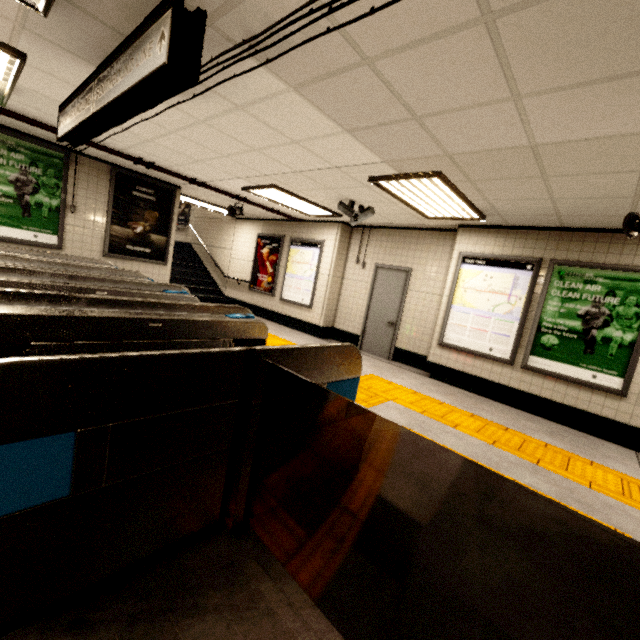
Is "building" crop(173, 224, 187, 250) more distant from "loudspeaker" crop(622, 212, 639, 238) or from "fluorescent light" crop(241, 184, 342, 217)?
"loudspeaker" crop(622, 212, 639, 238)

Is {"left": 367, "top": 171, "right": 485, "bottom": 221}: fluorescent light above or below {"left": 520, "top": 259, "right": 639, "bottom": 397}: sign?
above

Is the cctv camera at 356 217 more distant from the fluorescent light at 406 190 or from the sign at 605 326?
the sign at 605 326

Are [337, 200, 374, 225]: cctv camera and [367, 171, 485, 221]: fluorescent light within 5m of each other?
yes

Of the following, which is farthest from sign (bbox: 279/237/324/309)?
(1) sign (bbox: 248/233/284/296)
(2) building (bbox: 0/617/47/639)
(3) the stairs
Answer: (2) building (bbox: 0/617/47/639)

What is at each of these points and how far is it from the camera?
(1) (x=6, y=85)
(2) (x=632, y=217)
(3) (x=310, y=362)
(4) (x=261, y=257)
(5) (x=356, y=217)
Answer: (1) fluorescent light, 3.5 meters
(2) loudspeaker, 3.6 meters
(3) ticket barrier, 2.2 meters
(4) sign, 9.8 meters
(5) cctv camera, 5.8 meters

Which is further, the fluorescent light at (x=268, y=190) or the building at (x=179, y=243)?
the building at (x=179, y=243)

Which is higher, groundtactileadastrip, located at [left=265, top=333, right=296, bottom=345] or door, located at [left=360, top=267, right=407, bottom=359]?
door, located at [left=360, top=267, right=407, bottom=359]
